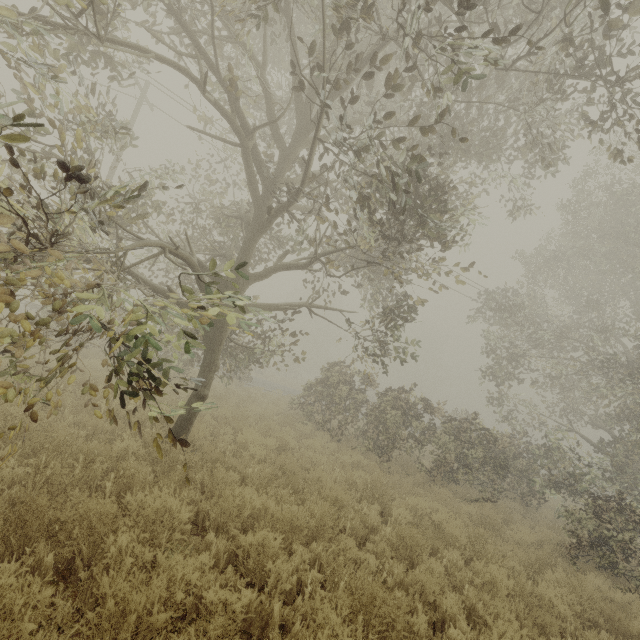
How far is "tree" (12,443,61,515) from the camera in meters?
3.2 m

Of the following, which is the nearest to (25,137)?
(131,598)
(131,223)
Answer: (131,223)

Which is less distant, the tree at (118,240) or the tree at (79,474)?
the tree at (118,240)

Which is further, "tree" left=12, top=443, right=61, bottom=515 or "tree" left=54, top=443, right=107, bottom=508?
"tree" left=54, top=443, right=107, bottom=508

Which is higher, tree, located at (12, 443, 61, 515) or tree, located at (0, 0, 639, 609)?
tree, located at (0, 0, 639, 609)
